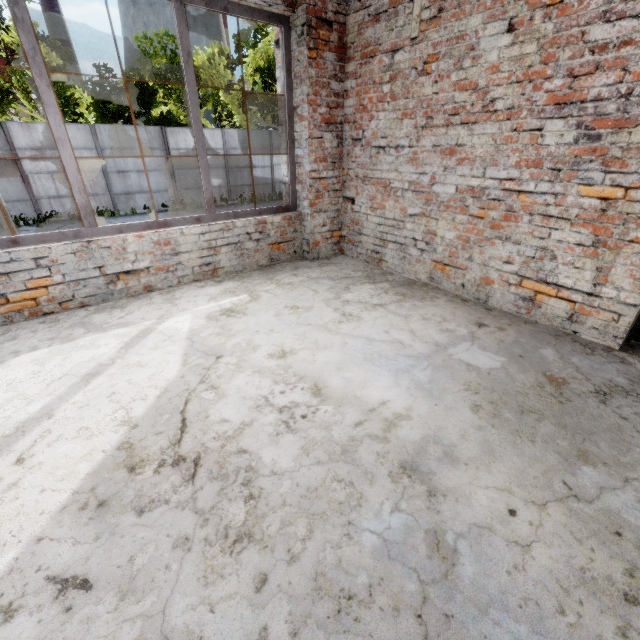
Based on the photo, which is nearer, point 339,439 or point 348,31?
point 339,439
